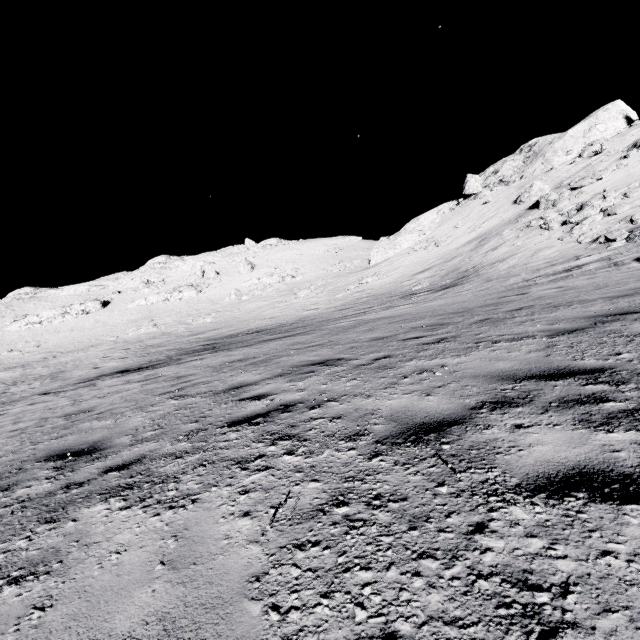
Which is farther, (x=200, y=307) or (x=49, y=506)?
(x=200, y=307)

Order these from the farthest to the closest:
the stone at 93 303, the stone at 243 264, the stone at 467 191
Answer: the stone at 243 264 < the stone at 93 303 < the stone at 467 191

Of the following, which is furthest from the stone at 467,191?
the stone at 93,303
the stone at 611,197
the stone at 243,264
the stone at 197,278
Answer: the stone at 93,303

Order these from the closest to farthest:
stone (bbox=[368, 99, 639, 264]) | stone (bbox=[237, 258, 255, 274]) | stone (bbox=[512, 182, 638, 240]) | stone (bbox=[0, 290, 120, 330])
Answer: stone (bbox=[512, 182, 638, 240]) < stone (bbox=[368, 99, 639, 264]) < stone (bbox=[0, 290, 120, 330]) < stone (bbox=[237, 258, 255, 274])

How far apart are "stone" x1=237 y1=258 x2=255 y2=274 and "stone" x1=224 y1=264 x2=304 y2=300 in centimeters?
350cm

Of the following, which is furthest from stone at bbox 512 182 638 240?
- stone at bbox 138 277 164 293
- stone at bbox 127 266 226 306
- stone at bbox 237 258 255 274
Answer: stone at bbox 138 277 164 293

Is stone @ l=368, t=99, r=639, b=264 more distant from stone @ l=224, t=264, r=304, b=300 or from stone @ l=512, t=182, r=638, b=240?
stone @ l=512, t=182, r=638, b=240

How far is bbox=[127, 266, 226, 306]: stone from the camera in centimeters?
5156cm
